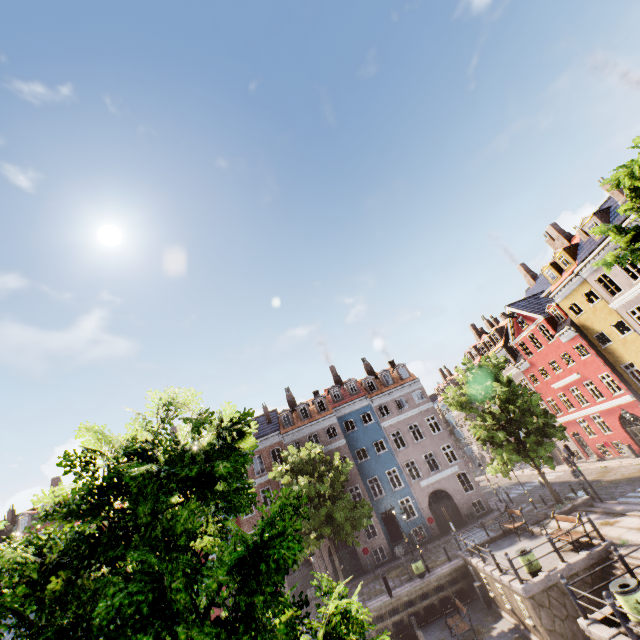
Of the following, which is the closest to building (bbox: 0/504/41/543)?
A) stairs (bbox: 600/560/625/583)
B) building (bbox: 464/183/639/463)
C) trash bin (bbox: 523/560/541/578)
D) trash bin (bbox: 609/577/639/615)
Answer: building (bbox: 464/183/639/463)

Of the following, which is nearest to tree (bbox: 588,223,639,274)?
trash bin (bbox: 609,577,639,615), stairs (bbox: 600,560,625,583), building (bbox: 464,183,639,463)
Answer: building (bbox: 464,183,639,463)

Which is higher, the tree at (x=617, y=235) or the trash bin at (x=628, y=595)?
the tree at (x=617, y=235)

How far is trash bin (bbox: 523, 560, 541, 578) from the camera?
13.6 meters

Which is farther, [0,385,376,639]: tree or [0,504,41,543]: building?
[0,504,41,543]: building

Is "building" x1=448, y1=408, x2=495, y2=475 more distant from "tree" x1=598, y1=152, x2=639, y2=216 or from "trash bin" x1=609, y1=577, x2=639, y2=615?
"trash bin" x1=609, y1=577, x2=639, y2=615

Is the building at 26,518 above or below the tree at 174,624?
above

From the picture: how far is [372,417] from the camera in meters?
33.7
